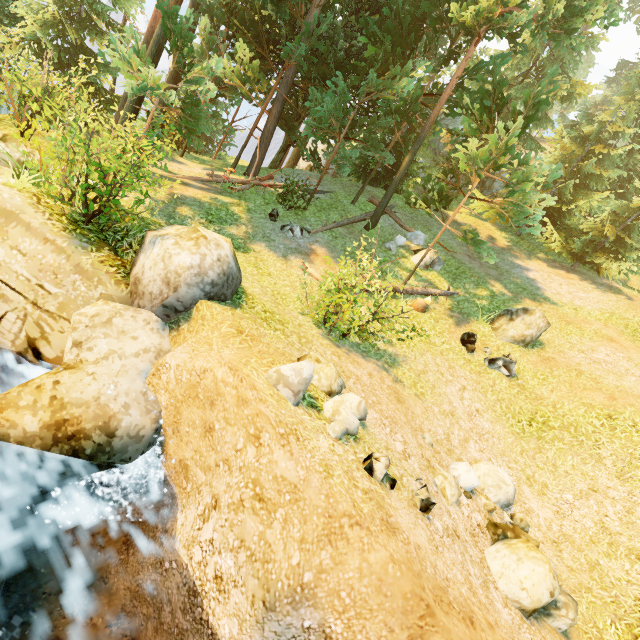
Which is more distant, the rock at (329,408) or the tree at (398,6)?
the tree at (398,6)

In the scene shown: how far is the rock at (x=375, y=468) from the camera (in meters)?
4.31

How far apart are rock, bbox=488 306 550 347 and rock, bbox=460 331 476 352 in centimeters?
144cm

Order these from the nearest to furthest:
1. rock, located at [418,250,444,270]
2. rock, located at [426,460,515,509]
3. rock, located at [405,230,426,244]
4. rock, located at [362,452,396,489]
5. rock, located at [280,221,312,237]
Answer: A: rock, located at [362,452,396,489] → rock, located at [426,460,515,509] → rock, located at [280,221,312,237] → rock, located at [418,250,444,270] → rock, located at [405,230,426,244]

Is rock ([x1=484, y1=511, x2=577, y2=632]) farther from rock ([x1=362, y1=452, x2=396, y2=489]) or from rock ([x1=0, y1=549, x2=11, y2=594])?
rock ([x1=0, y1=549, x2=11, y2=594])

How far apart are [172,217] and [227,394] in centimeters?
946cm

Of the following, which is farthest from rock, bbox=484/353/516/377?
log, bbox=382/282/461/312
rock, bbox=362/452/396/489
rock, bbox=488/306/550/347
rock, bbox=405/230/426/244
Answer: rock, bbox=362/452/396/489

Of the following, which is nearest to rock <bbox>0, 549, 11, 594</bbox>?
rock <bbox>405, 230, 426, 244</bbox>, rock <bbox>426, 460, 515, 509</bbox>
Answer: rock <bbox>426, 460, 515, 509</bbox>
